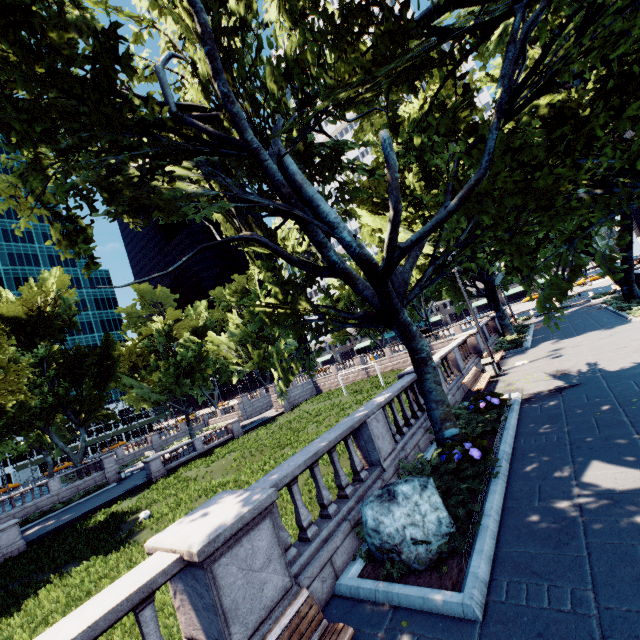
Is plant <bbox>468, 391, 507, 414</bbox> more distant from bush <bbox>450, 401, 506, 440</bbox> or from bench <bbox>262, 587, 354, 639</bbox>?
bench <bbox>262, 587, 354, 639</bbox>

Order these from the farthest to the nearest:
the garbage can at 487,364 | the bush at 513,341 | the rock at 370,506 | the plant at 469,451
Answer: the bush at 513,341
the garbage can at 487,364
the plant at 469,451
the rock at 370,506

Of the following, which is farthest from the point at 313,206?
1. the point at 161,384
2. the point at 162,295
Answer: the point at 162,295

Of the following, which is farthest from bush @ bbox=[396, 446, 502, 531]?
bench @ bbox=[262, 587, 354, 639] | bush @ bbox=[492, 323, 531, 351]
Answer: bush @ bbox=[492, 323, 531, 351]

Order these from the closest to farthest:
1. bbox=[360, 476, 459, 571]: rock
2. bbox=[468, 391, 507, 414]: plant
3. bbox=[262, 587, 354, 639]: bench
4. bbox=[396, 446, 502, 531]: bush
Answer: bbox=[262, 587, 354, 639]: bench < bbox=[360, 476, 459, 571]: rock < bbox=[396, 446, 502, 531]: bush < bbox=[468, 391, 507, 414]: plant

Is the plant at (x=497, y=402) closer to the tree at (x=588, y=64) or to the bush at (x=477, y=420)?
the bush at (x=477, y=420)

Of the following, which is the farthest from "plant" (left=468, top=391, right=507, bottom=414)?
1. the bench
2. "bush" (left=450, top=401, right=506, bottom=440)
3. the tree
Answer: the bench

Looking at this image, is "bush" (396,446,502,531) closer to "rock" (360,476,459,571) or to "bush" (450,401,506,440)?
"rock" (360,476,459,571)
